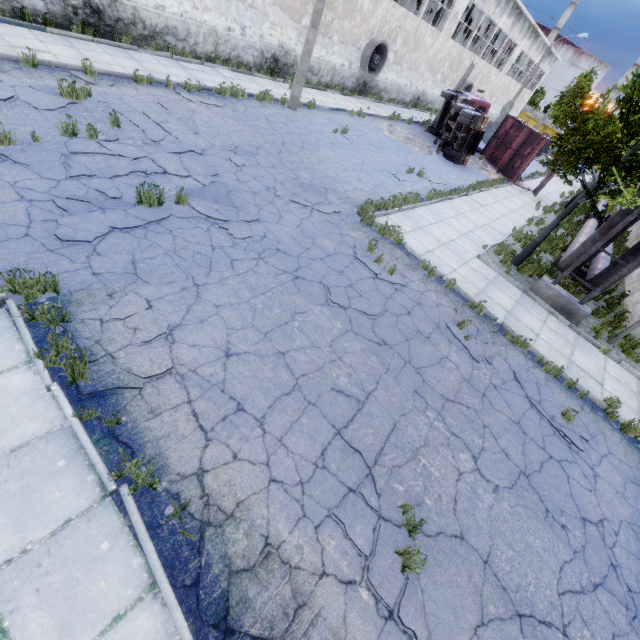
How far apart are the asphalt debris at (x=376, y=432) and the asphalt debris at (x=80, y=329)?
2.6 meters

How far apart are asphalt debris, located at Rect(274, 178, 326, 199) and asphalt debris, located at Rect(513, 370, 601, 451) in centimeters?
639cm

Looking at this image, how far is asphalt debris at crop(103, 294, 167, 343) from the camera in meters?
4.7 m

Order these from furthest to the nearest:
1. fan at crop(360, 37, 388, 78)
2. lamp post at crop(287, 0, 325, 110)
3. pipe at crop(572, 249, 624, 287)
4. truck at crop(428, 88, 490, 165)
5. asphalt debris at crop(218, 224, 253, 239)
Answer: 1. fan at crop(360, 37, 388, 78)
2. truck at crop(428, 88, 490, 165)
3. lamp post at crop(287, 0, 325, 110)
4. pipe at crop(572, 249, 624, 287)
5. asphalt debris at crop(218, 224, 253, 239)

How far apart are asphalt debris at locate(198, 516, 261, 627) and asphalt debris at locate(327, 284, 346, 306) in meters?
4.3 m

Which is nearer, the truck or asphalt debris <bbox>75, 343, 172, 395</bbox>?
asphalt debris <bbox>75, 343, 172, 395</bbox>

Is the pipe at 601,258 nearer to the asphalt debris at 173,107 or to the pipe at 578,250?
the pipe at 578,250

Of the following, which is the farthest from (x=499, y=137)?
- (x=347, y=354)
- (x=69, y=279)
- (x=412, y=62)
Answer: (x=69, y=279)
